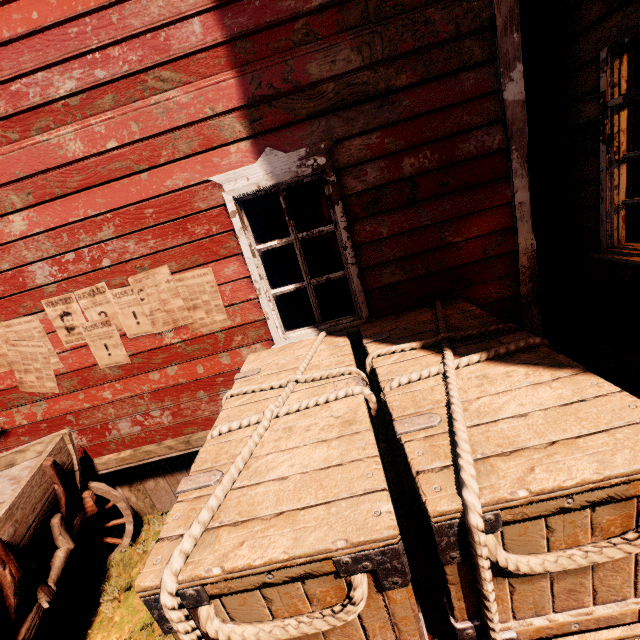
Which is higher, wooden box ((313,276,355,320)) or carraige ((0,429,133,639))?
wooden box ((313,276,355,320))

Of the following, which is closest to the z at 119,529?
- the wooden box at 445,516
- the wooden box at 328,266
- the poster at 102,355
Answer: the wooden box at 445,516

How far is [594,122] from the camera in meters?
2.5 m

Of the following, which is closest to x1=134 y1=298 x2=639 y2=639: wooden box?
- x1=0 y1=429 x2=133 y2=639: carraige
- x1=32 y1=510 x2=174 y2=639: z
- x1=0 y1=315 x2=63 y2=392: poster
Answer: x1=32 y1=510 x2=174 y2=639: z

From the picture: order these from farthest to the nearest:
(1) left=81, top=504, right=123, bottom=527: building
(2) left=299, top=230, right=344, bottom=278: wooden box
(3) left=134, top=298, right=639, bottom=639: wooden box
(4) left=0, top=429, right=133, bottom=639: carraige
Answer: (1) left=81, top=504, right=123, bottom=527: building
(2) left=299, top=230, right=344, bottom=278: wooden box
(4) left=0, top=429, right=133, bottom=639: carraige
(3) left=134, top=298, right=639, bottom=639: wooden box

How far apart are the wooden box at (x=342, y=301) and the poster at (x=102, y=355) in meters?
0.7 m

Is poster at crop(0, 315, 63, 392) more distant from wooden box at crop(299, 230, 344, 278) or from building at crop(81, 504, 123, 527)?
wooden box at crop(299, 230, 344, 278)

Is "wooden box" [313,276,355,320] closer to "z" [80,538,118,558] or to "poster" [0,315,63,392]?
"z" [80,538,118,558]
